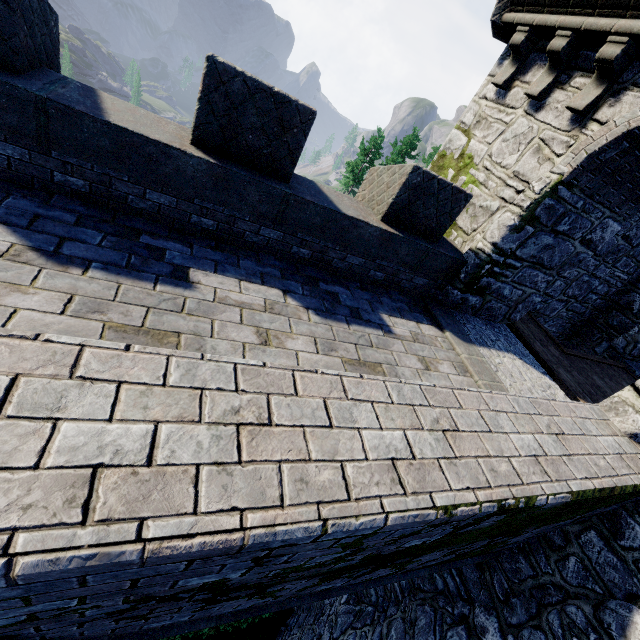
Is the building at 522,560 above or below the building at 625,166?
below

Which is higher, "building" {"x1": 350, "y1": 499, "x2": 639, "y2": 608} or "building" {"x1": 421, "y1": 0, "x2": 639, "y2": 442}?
"building" {"x1": 421, "y1": 0, "x2": 639, "y2": 442}

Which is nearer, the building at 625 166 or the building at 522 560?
the building at 522 560

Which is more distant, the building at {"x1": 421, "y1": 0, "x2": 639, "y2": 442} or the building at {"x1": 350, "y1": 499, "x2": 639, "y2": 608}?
the building at {"x1": 421, "y1": 0, "x2": 639, "y2": 442}

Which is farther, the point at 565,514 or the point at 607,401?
the point at 607,401
